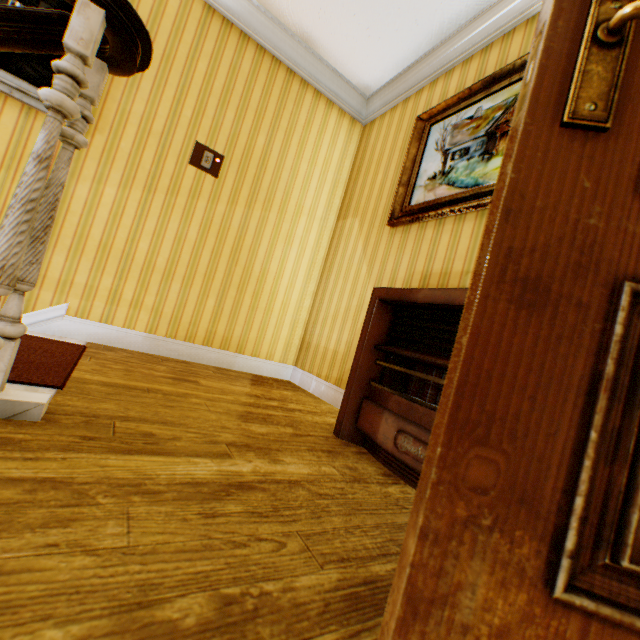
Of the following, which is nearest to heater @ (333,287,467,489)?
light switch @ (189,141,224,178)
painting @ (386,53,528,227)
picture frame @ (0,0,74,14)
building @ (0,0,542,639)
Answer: building @ (0,0,542,639)

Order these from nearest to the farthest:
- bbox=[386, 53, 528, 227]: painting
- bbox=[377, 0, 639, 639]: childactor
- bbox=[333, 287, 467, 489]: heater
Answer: bbox=[377, 0, 639, 639]: childactor
bbox=[333, 287, 467, 489]: heater
bbox=[386, 53, 528, 227]: painting

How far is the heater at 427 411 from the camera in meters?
1.4 m

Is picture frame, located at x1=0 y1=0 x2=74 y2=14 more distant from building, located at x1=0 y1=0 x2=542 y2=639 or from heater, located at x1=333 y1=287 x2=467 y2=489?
heater, located at x1=333 y1=287 x2=467 y2=489

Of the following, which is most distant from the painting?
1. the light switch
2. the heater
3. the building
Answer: the light switch

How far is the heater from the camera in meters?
1.4 m

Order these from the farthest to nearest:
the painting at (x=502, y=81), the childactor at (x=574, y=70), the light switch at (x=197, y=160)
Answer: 1. the light switch at (x=197, y=160)
2. the painting at (x=502, y=81)
3. the childactor at (x=574, y=70)

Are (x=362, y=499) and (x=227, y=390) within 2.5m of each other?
yes
